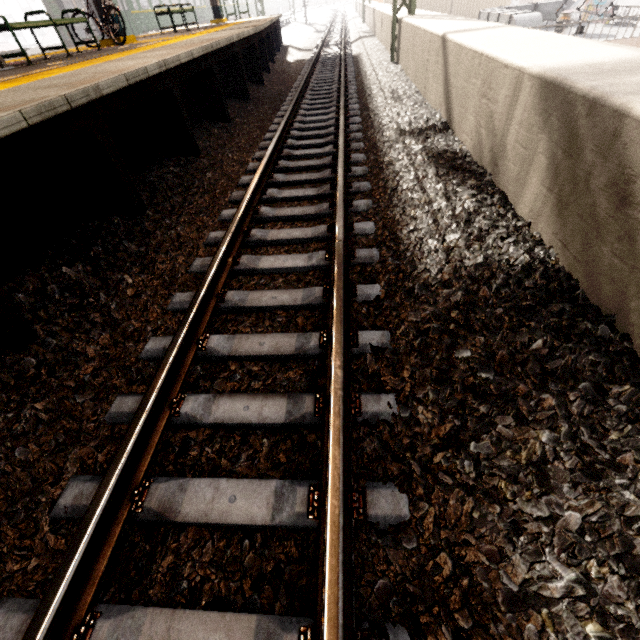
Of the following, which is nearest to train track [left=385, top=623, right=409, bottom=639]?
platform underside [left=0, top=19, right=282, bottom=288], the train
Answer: platform underside [left=0, top=19, right=282, bottom=288]

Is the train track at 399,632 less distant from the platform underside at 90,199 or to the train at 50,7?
the platform underside at 90,199

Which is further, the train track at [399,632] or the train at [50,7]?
the train at [50,7]

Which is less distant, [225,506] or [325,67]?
[225,506]

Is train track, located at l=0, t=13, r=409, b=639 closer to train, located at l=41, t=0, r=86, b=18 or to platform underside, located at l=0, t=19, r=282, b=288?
platform underside, located at l=0, t=19, r=282, b=288

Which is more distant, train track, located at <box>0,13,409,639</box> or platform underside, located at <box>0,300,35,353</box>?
platform underside, located at <box>0,300,35,353</box>

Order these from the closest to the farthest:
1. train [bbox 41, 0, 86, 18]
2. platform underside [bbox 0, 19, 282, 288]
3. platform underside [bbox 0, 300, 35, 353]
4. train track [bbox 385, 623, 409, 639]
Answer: train track [bbox 385, 623, 409, 639] → platform underside [bbox 0, 300, 35, 353] → platform underside [bbox 0, 19, 282, 288] → train [bbox 41, 0, 86, 18]
